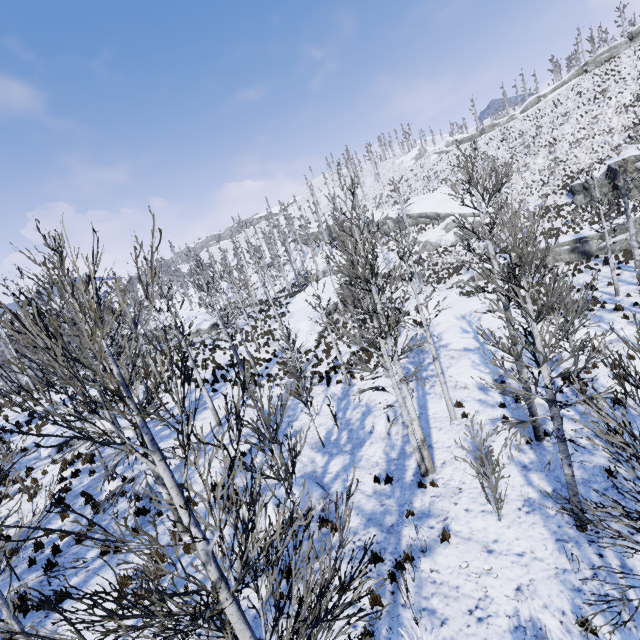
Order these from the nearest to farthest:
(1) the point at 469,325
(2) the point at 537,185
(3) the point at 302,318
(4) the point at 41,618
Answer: (4) the point at 41,618
(1) the point at 469,325
(3) the point at 302,318
(2) the point at 537,185

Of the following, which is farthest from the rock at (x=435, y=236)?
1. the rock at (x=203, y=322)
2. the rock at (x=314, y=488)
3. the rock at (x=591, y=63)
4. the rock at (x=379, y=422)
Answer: the rock at (x=314, y=488)

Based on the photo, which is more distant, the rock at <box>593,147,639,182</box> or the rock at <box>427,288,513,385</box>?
the rock at <box>593,147,639,182</box>

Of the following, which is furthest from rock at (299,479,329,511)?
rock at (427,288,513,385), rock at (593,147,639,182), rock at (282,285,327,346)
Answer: rock at (593,147,639,182)

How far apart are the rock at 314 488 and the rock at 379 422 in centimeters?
337cm

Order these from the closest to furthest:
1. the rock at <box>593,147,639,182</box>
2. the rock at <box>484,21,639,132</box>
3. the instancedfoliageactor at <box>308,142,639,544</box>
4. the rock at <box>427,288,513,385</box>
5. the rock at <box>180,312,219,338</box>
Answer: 1. the instancedfoliageactor at <box>308,142,639,544</box>
2. the rock at <box>427,288,513,385</box>
3. the rock at <box>593,147,639,182</box>
4. the rock at <box>180,312,219,338</box>
5. the rock at <box>484,21,639,132</box>

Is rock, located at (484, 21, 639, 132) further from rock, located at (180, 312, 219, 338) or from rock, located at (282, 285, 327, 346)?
rock, located at (180, 312, 219, 338)

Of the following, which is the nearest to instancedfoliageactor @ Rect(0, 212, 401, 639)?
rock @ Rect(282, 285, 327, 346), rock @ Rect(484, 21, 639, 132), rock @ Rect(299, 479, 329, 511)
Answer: rock @ Rect(282, 285, 327, 346)
